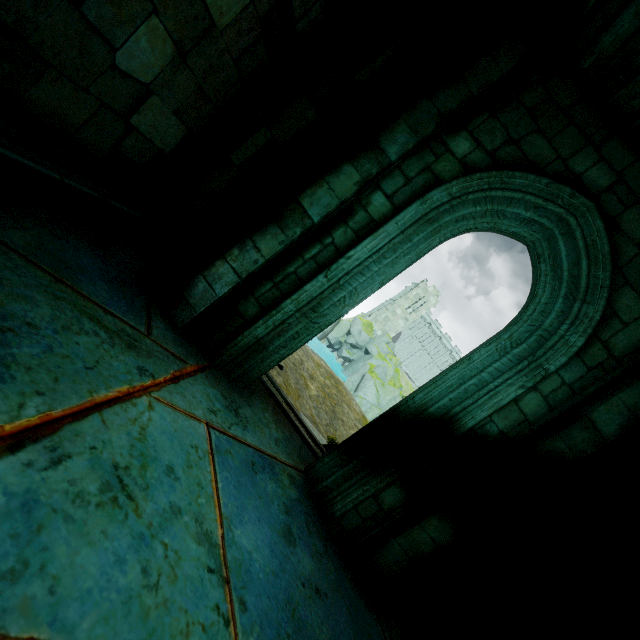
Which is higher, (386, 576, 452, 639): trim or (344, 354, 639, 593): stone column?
(344, 354, 639, 593): stone column

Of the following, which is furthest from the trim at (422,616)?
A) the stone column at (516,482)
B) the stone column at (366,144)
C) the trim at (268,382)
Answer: the stone column at (366,144)

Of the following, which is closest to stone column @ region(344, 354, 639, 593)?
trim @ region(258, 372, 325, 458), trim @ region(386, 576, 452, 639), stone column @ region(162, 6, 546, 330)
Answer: trim @ region(386, 576, 452, 639)

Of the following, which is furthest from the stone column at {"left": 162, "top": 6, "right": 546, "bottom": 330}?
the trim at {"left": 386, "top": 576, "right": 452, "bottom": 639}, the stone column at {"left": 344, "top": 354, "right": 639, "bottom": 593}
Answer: the trim at {"left": 386, "top": 576, "right": 452, "bottom": 639}

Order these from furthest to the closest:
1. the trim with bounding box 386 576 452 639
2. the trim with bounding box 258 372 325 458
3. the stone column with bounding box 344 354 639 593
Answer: the trim with bounding box 258 372 325 458 < the trim with bounding box 386 576 452 639 < the stone column with bounding box 344 354 639 593

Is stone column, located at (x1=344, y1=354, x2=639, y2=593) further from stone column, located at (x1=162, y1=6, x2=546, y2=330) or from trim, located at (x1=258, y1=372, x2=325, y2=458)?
stone column, located at (x1=162, y1=6, x2=546, y2=330)

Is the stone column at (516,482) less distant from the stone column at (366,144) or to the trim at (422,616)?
the trim at (422,616)

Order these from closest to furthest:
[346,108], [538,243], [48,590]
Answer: [48,590], [538,243], [346,108]
